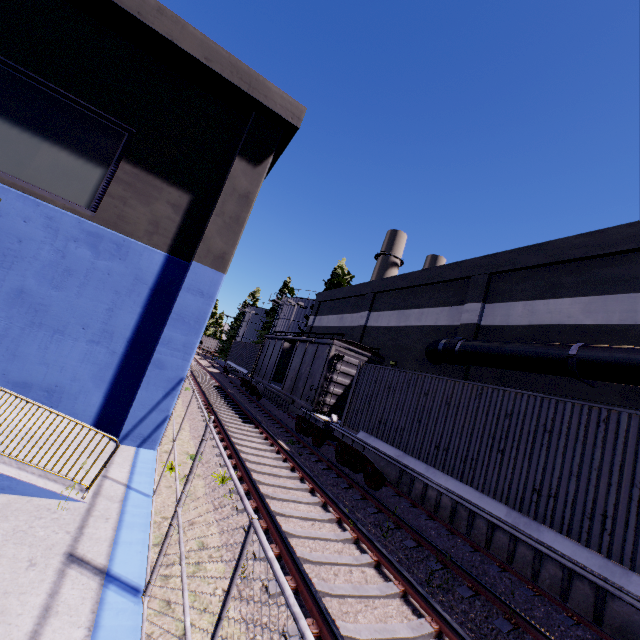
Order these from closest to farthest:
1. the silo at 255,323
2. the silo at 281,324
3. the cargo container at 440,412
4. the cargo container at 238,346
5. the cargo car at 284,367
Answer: the cargo container at 440,412 < the cargo car at 284,367 < the cargo container at 238,346 < the silo at 281,324 < the silo at 255,323

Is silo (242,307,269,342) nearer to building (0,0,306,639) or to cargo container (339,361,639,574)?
building (0,0,306,639)

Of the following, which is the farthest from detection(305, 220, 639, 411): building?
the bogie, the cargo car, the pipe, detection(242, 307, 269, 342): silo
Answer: detection(242, 307, 269, 342): silo

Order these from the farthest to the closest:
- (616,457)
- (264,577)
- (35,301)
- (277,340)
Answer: (277,340) → (35,301) → (616,457) → (264,577)

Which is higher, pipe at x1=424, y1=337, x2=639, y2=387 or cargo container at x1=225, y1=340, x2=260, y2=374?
pipe at x1=424, y1=337, x2=639, y2=387

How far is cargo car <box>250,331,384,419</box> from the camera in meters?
14.6

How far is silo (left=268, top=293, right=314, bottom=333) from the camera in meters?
39.6 m

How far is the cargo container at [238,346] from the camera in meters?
26.8
